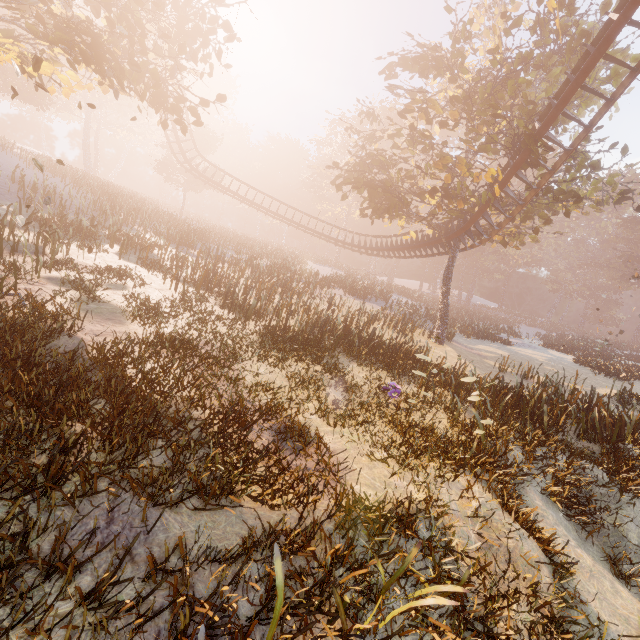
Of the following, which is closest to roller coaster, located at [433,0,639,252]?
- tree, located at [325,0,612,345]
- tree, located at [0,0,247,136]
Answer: tree, located at [325,0,612,345]

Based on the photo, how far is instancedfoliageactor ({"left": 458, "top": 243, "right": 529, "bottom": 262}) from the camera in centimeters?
5507cm

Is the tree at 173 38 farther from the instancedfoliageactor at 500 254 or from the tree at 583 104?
the instancedfoliageactor at 500 254

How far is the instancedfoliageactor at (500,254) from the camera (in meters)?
55.07

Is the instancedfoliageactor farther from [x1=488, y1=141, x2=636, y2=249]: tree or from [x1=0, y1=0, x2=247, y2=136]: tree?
[x1=0, y1=0, x2=247, y2=136]: tree

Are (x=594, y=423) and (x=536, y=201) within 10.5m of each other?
no

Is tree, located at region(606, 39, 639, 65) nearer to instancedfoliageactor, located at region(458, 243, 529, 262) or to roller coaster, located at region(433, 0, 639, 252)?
roller coaster, located at region(433, 0, 639, 252)
